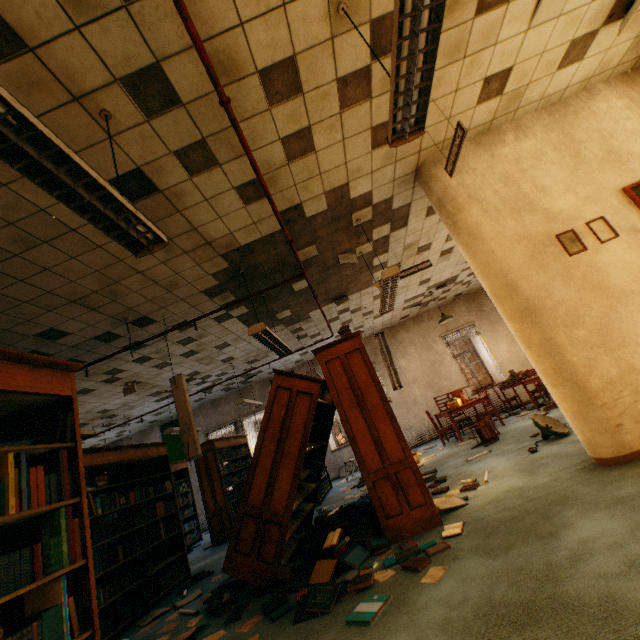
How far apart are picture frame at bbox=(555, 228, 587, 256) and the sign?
1.37m

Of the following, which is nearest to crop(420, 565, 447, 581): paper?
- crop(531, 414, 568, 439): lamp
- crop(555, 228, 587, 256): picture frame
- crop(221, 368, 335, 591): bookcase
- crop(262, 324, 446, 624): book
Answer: crop(262, 324, 446, 624): book

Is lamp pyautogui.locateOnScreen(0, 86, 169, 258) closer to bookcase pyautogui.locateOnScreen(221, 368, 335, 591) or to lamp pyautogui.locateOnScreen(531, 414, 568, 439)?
bookcase pyautogui.locateOnScreen(221, 368, 335, 591)

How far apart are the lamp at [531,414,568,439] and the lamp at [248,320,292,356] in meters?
4.0 m

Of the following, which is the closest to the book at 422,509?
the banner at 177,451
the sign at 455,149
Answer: the sign at 455,149

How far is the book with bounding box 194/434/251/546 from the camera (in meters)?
7.27

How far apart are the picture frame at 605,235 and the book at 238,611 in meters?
5.4 m

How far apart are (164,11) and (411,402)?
10.7m
